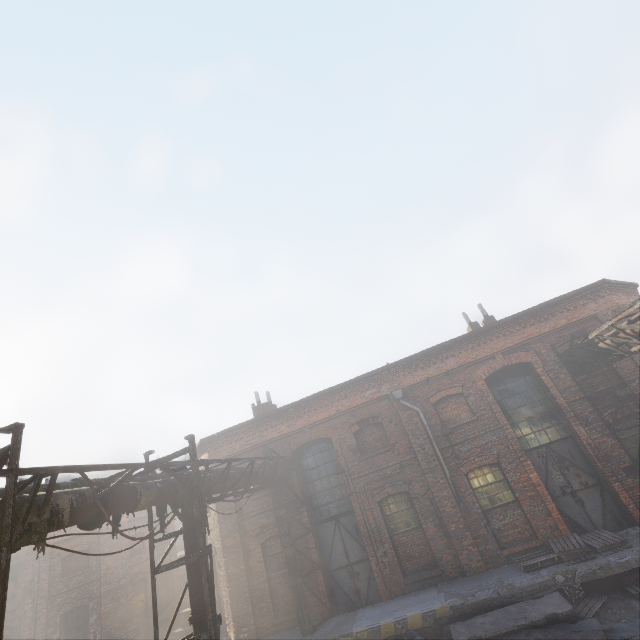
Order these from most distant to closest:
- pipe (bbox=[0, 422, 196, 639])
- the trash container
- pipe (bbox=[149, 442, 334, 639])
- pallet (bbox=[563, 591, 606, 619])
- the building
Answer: the trash container, the building, pallet (bbox=[563, 591, 606, 619]), pipe (bbox=[149, 442, 334, 639]), pipe (bbox=[0, 422, 196, 639])

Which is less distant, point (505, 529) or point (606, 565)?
point (606, 565)

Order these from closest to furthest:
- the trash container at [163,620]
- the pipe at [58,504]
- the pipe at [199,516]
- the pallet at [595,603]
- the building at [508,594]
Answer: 1. the pipe at [58,504]
2. the pipe at [199,516]
3. the pallet at [595,603]
4. the building at [508,594]
5. the trash container at [163,620]

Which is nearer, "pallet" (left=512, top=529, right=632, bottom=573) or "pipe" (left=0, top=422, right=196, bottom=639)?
"pipe" (left=0, top=422, right=196, bottom=639)

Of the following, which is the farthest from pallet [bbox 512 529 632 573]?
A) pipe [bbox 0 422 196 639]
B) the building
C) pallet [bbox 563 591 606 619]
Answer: pipe [bbox 0 422 196 639]

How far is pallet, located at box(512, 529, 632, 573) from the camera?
9.2m

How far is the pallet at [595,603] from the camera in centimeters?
827cm

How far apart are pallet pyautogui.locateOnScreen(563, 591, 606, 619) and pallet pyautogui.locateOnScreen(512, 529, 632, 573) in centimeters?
71cm
